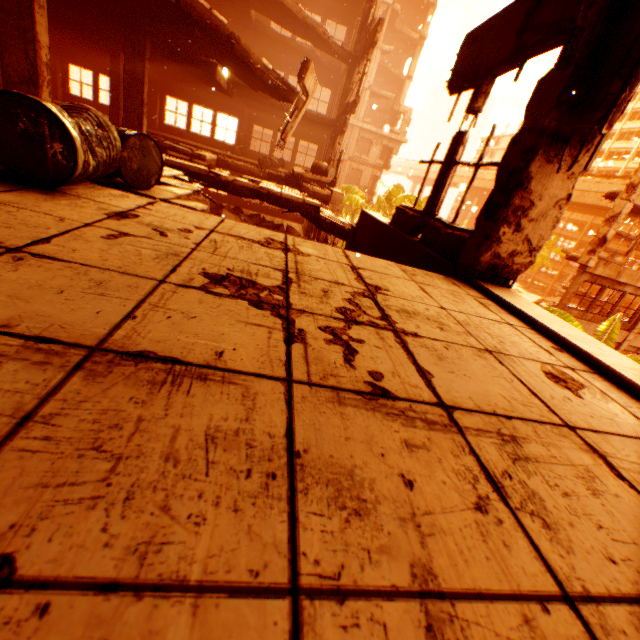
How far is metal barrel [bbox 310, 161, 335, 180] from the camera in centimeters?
1270cm

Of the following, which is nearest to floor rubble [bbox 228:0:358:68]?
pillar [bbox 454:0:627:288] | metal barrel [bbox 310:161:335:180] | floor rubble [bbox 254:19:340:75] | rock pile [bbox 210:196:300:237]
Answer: pillar [bbox 454:0:627:288]

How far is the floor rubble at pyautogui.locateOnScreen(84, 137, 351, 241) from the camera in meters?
3.5 m

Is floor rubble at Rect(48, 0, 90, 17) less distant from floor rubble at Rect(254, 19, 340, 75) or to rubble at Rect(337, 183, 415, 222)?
floor rubble at Rect(254, 19, 340, 75)

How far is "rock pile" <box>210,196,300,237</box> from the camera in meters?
13.5

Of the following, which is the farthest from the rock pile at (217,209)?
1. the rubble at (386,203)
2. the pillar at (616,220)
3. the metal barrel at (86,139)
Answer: the pillar at (616,220)

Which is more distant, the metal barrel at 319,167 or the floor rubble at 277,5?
the metal barrel at 319,167

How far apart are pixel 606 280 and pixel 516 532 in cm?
2042
